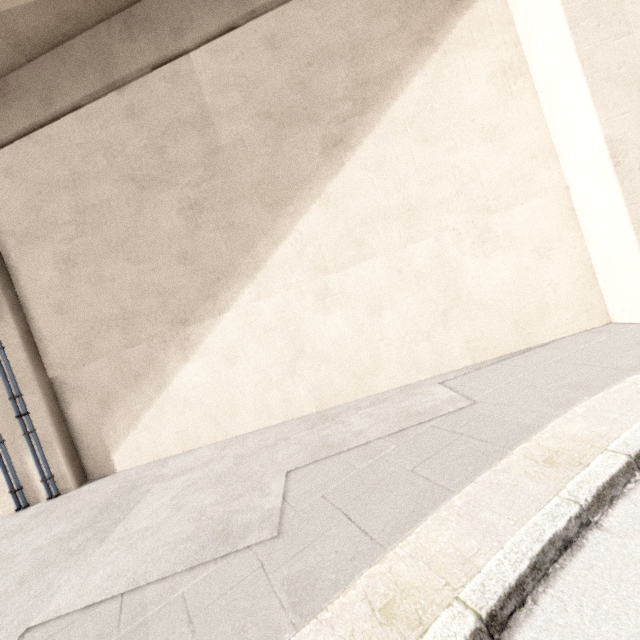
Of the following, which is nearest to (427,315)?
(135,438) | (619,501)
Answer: (619,501)

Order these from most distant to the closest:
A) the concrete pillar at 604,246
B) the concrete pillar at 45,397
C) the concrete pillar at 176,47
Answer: the concrete pillar at 45,397 → the concrete pillar at 176,47 → the concrete pillar at 604,246

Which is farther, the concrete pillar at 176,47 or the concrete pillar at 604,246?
the concrete pillar at 176,47

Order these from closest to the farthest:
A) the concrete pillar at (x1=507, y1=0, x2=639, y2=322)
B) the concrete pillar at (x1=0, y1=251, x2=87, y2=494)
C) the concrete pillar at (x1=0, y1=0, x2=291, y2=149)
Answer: the concrete pillar at (x1=507, y1=0, x2=639, y2=322)
the concrete pillar at (x1=0, y1=0, x2=291, y2=149)
the concrete pillar at (x1=0, y1=251, x2=87, y2=494)

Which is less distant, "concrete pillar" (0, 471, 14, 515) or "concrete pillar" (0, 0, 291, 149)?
"concrete pillar" (0, 0, 291, 149)
